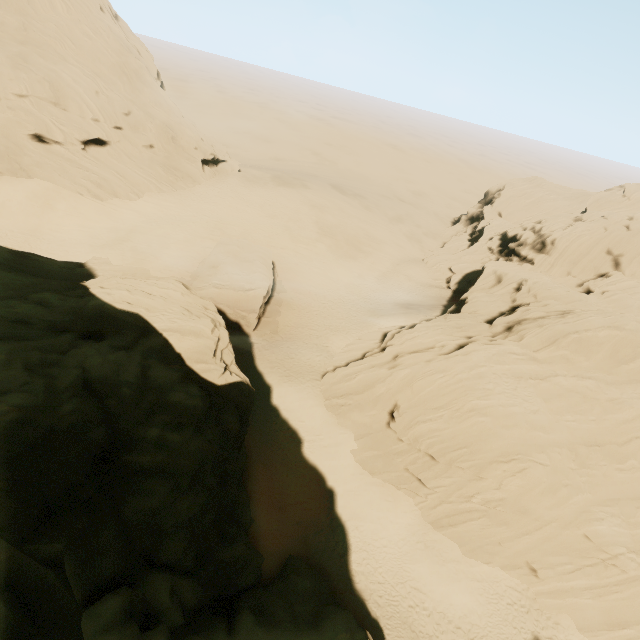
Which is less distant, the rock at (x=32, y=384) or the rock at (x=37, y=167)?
the rock at (x=32, y=384)

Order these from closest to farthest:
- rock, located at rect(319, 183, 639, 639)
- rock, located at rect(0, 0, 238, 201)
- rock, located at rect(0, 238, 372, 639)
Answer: rock, located at rect(0, 238, 372, 639) < rock, located at rect(319, 183, 639, 639) < rock, located at rect(0, 0, 238, 201)

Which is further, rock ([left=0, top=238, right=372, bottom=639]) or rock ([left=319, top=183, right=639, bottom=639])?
rock ([left=319, top=183, right=639, bottom=639])

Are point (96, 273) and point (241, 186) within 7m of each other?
no
